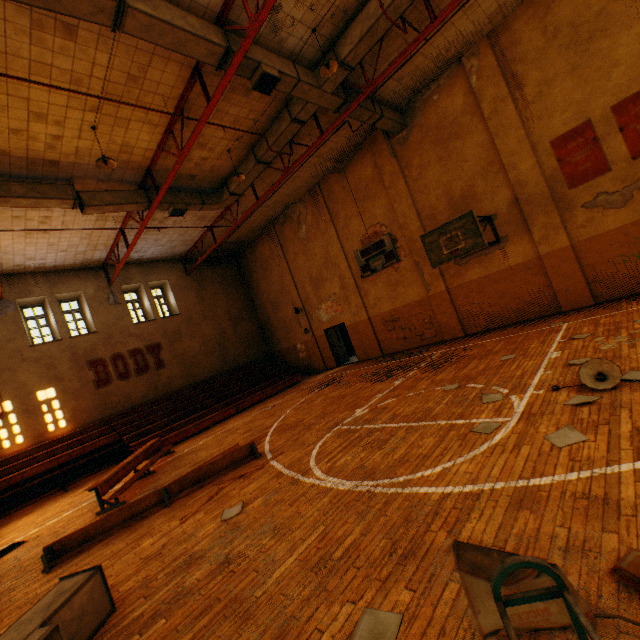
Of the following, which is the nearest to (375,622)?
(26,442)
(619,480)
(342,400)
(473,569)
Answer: (473,569)

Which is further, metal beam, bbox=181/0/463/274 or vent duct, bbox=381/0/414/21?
metal beam, bbox=181/0/463/274

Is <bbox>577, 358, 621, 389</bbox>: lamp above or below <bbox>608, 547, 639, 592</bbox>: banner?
above

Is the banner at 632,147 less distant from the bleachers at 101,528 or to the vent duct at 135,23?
the vent duct at 135,23

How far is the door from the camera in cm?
1749

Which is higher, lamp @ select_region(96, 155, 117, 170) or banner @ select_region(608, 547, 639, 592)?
lamp @ select_region(96, 155, 117, 170)

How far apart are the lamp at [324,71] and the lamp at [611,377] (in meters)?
8.07

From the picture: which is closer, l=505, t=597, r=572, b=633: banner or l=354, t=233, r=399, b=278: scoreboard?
l=505, t=597, r=572, b=633: banner
